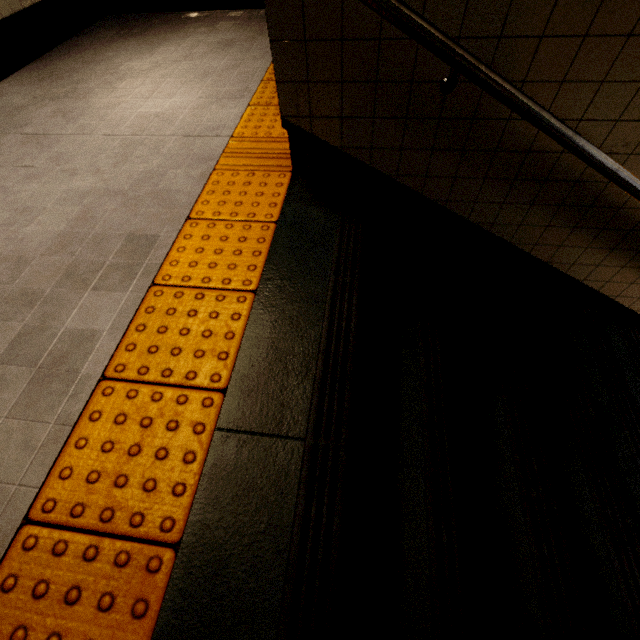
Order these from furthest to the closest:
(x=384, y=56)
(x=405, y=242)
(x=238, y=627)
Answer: (x=405, y=242) → (x=384, y=56) → (x=238, y=627)
